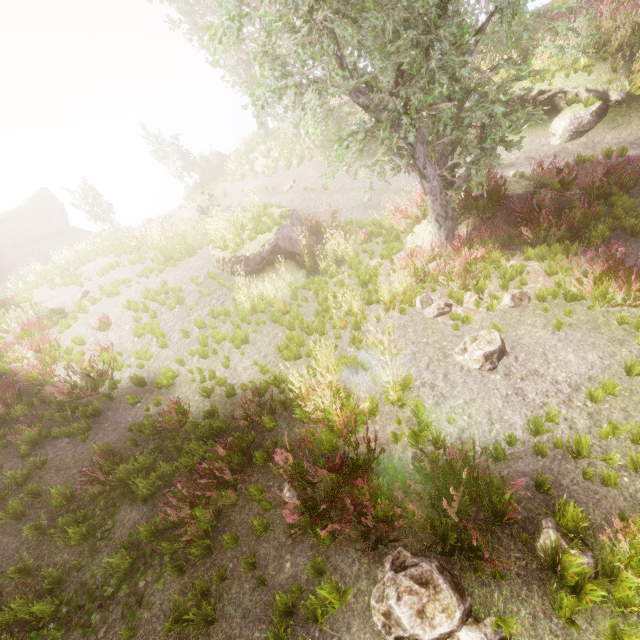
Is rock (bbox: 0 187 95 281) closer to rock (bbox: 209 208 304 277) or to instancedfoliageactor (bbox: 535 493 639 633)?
instancedfoliageactor (bbox: 535 493 639 633)

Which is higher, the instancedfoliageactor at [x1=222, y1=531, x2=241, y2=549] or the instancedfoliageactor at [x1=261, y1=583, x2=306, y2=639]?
the instancedfoliageactor at [x1=222, y1=531, x2=241, y2=549]

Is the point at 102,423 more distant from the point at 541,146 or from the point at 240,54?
the point at 240,54

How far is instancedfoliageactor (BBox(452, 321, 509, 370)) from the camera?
5.6 meters

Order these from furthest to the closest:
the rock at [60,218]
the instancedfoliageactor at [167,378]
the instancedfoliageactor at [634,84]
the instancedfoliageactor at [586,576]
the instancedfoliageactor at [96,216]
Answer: the rock at [60,218] < the instancedfoliageactor at [96,216] < the instancedfoliageactor at [634,84] < the instancedfoliageactor at [167,378] < the instancedfoliageactor at [586,576]

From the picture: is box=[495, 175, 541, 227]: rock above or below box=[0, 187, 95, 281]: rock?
below

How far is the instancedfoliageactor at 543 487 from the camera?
3.77m

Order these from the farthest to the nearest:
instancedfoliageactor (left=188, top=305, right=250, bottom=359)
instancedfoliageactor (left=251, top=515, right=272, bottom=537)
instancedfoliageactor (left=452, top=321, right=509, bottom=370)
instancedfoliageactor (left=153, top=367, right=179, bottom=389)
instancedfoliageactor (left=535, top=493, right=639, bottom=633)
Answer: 1. instancedfoliageactor (left=188, top=305, right=250, bottom=359)
2. instancedfoliageactor (left=153, top=367, right=179, bottom=389)
3. instancedfoliageactor (left=452, top=321, right=509, bottom=370)
4. instancedfoliageactor (left=251, top=515, right=272, bottom=537)
5. instancedfoliageactor (left=535, top=493, right=639, bottom=633)
